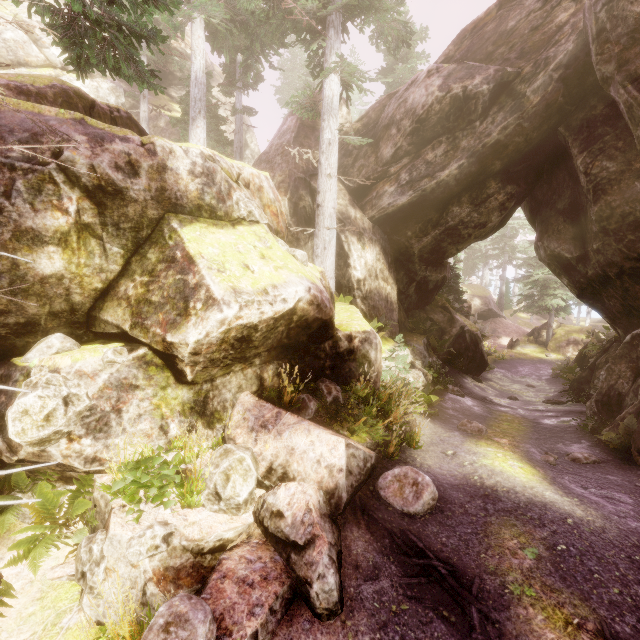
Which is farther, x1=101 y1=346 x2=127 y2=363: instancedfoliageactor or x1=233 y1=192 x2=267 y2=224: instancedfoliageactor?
x1=233 y1=192 x2=267 y2=224: instancedfoliageactor

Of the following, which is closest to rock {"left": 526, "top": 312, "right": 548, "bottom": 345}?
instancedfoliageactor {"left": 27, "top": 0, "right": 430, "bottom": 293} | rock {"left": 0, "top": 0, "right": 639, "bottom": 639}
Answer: instancedfoliageactor {"left": 27, "top": 0, "right": 430, "bottom": 293}

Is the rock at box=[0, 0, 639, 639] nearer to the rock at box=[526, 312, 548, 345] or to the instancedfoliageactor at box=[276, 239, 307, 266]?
the instancedfoliageactor at box=[276, 239, 307, 266]

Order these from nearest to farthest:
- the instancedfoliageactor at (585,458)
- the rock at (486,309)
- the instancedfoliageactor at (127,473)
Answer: the instancedfoliageactor at (127,473), the instancedfoliageactor at (585,458), the rock at (486,309)

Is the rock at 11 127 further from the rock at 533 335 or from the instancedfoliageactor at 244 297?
the rock at 533 335

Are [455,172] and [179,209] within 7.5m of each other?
no

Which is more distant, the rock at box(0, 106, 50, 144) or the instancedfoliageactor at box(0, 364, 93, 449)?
the rock at box(0, 106, 50, 144)
